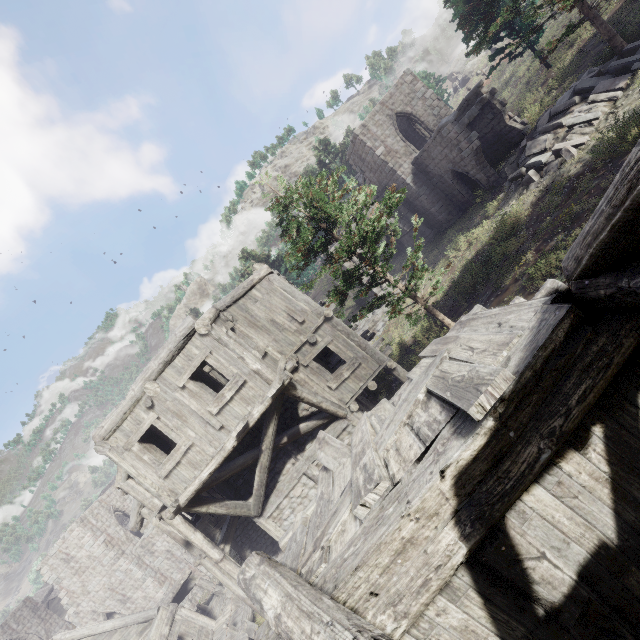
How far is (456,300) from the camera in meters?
16.0

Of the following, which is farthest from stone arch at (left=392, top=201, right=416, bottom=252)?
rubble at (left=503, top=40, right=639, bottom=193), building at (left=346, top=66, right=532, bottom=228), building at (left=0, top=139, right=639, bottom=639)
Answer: rubble at (left=503, top=40, right=639, bottom=193)

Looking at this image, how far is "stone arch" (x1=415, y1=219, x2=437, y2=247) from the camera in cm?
2581

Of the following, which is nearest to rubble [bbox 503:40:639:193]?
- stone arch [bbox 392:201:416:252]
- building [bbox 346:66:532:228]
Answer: building [bbox 346:66:532:228]

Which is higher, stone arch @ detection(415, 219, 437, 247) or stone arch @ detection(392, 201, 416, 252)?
stone arch @ detection(392, 201, 416, 252)

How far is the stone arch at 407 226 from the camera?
25.8 meters

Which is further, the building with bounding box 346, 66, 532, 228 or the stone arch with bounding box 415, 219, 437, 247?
the stone arch with bounding box 415, 219, 437, 247

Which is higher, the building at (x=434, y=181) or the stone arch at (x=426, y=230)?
the building at (x=434, y=181)
